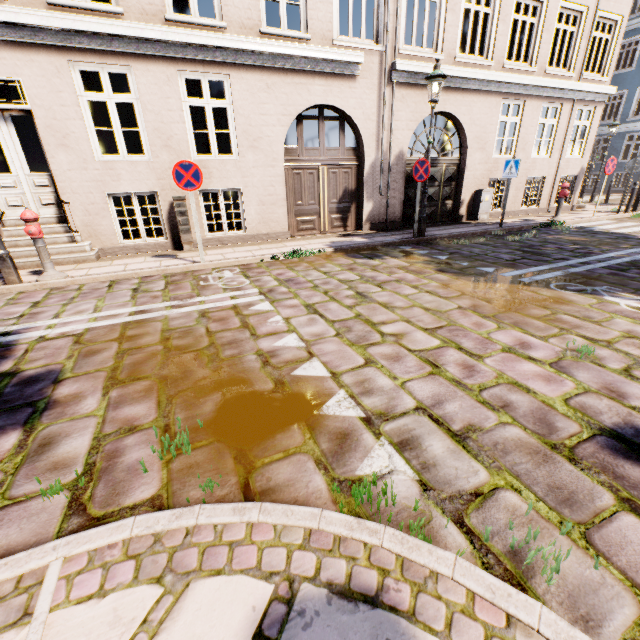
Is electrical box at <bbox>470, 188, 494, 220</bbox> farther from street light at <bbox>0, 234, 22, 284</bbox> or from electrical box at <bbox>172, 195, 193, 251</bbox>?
street light at <bbox>0, 234, 22, 284</bbox>

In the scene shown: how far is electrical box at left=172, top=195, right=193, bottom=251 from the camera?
7.56m

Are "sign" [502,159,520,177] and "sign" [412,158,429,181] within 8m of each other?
yes

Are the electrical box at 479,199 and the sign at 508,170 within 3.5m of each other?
yes

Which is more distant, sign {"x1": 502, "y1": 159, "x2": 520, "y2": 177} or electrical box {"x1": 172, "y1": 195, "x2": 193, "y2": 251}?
sign {"x1": 502, "y1": 159, "x2": 520, "y2": 177}

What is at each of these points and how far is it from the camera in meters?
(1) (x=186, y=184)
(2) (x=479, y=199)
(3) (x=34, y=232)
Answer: (1) sign, 6.1
(2) electrical box, 11.3
(3) hydrant, 5.5

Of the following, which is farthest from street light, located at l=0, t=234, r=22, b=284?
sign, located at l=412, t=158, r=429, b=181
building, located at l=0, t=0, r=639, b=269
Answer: building, located at l=0, t=0, r=639, b=269

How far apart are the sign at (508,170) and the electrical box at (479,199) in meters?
1.3 m
